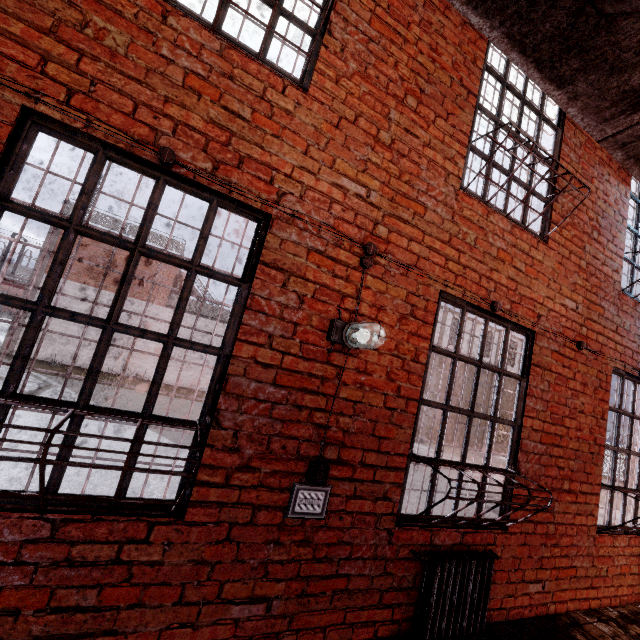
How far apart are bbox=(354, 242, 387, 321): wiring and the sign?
1.2m

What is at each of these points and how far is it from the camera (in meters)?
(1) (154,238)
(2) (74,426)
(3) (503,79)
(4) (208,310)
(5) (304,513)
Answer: (1) metal railing, 18.14
(2) metal bar, 1.73
(3) metal bar, 3.39
(4) metal railing, 19.20
(5) sign, 2.21

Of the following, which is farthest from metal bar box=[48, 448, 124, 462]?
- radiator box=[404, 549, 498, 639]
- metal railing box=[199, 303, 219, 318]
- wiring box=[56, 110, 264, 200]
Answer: metal railing box=[199, 303, 219, 318]

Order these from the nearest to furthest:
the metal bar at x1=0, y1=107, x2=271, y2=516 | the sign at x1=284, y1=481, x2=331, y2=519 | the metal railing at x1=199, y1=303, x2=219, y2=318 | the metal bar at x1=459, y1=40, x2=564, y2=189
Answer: the metal bar at x1=0, y1=107, x2=271, y2=516
the sign at x1=284, y1=481, x2=331, y2=519
the metal bar at x1=459, y1=40, x2=564, y2=189
the metal railing at x1=199, y1=303, x2=219, y2=318

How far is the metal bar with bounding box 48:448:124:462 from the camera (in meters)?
1.70

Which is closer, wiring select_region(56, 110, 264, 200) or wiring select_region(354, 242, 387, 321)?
wiring select_region(56, 110, 264, 200)

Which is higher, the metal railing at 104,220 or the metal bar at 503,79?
the metal railing at 104,220

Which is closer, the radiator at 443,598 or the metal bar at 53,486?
the metal bar at 53,486
